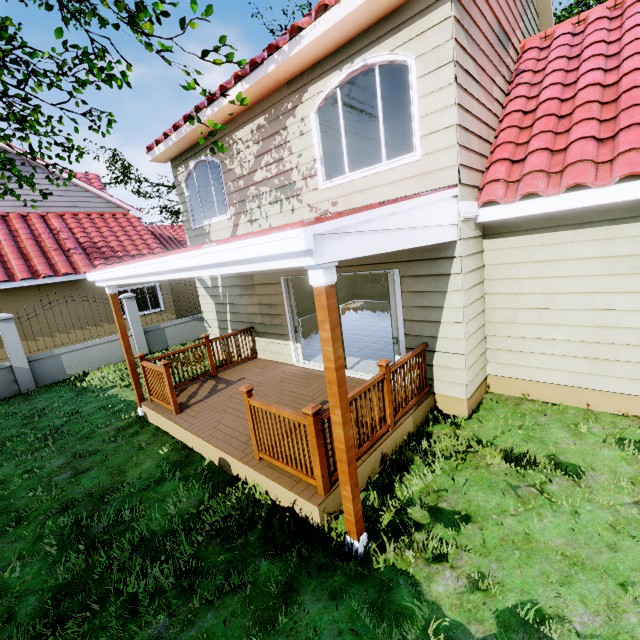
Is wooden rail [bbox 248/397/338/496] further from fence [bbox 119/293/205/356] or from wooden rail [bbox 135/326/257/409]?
fence [bbox 119/293/205/356]

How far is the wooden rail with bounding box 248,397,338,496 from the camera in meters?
3.3 m

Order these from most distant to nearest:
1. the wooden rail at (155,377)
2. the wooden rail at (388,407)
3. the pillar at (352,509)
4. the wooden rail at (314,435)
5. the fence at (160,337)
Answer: the fence at (160,337) < the wooden rail at (155,377) < the wooden rail at (388,407) < the wooden rail at (314,435) < the pillar at (352,509)

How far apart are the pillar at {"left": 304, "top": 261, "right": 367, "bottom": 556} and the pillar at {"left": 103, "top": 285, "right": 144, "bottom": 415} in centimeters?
551cm

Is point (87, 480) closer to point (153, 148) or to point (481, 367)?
point (481, 367)

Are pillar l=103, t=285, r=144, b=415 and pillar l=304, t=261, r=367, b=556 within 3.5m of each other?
no

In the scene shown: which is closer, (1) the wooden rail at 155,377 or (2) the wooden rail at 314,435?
(2) the wooden rail at 314,435

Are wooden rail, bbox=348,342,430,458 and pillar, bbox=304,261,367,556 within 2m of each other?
yes
